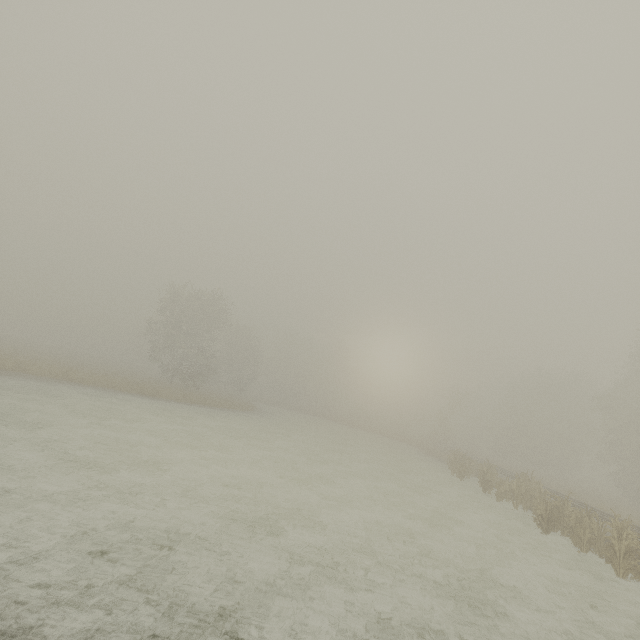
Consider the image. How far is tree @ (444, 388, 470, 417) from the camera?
40.6 meters

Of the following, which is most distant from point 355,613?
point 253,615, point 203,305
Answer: point 203,305

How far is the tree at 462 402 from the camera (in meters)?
40.59
